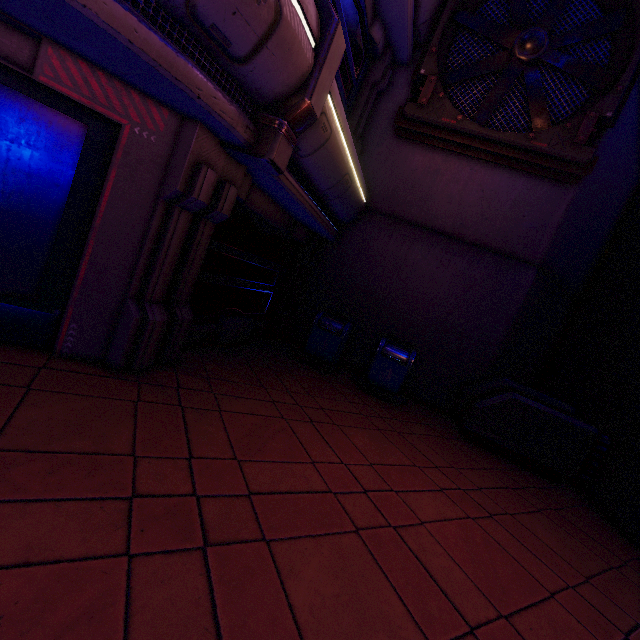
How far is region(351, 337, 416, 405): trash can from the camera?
7.1 meters

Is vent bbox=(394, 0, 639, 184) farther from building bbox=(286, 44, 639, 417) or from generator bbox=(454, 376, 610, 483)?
generator bbox=(454, 376, 610, 483)

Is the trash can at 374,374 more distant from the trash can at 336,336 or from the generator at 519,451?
the generator at 519,451

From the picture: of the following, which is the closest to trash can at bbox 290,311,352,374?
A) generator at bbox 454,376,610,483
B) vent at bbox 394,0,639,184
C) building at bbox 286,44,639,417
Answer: building at bbox 286,44,639,417

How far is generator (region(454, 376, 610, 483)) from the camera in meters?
5.9 m

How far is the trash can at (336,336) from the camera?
7.4 meters

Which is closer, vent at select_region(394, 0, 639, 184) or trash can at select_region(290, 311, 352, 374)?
vent at select_region(394, 0, 639, 184)

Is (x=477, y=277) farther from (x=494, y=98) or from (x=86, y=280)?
(x=86, y=280)
